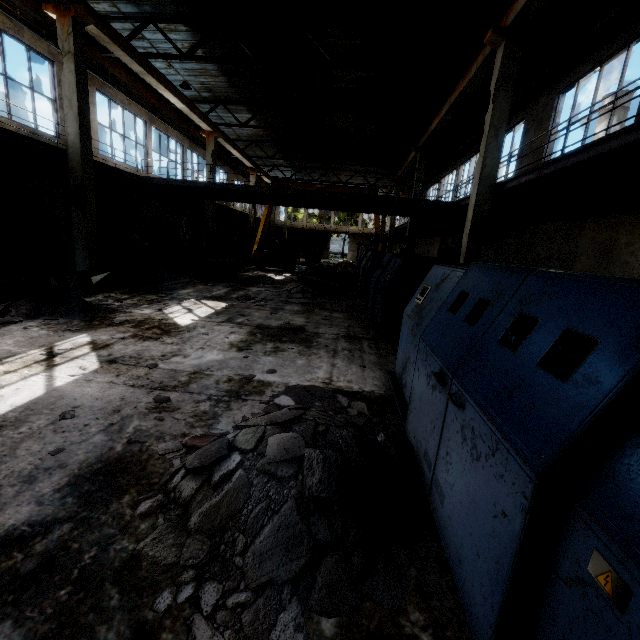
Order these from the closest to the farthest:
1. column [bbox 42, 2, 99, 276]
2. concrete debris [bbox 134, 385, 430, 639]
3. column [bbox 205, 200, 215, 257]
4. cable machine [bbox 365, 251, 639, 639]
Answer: cable machine [bbox 365, 251, 639, 639] < concrete debris [bbox 134, 385, 430, 639] < column [bbox 42, 2, 99, 276] < column [bbox 205, 200, 215, 257]

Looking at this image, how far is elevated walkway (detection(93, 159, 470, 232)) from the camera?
12.98m

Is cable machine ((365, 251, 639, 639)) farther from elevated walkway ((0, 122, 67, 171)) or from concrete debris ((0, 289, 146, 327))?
concrete debris ((0, 289, 146, 327))

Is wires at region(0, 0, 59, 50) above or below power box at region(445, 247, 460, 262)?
above

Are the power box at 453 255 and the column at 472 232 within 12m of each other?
yes

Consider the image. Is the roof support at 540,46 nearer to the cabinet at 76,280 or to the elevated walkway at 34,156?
the elevated walkway at 34,156

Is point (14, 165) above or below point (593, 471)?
above

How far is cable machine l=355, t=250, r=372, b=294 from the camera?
13.7m
